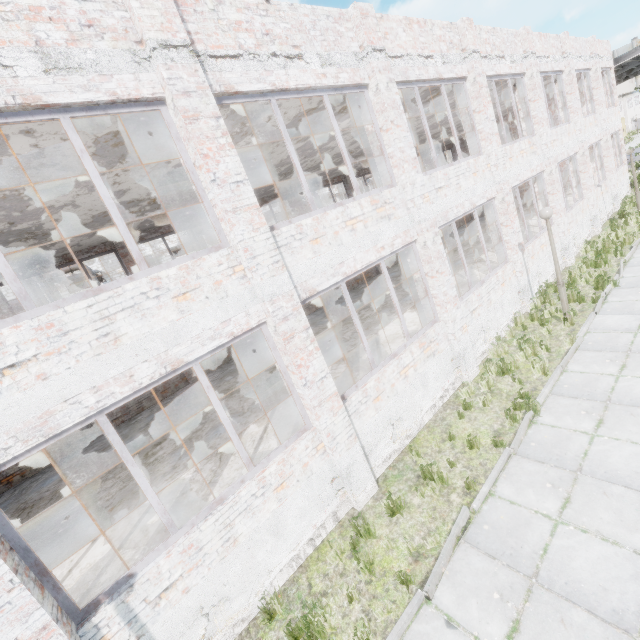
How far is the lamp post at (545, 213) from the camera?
8.49m

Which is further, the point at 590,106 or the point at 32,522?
the point at 590,106

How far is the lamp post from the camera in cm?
849
